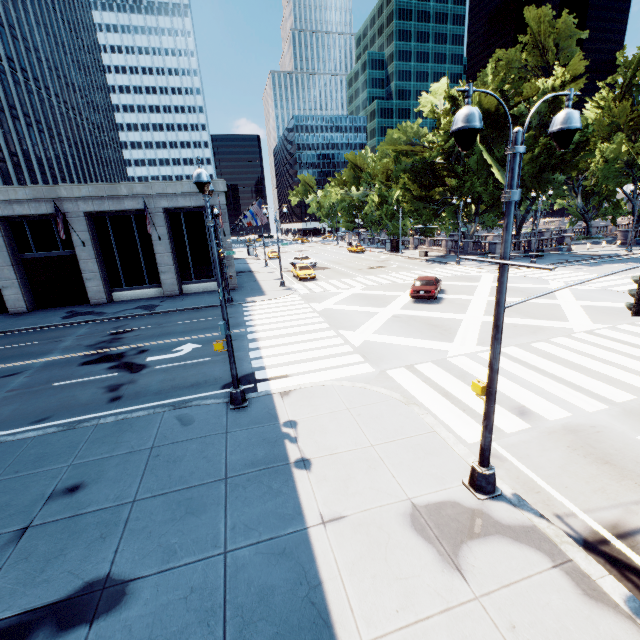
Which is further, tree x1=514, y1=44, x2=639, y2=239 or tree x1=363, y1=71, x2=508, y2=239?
tree x1=363, y1=71, x2=508, y2=239

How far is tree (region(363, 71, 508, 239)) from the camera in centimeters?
3622cm

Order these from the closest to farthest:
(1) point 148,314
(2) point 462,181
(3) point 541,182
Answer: (1) point 148,314 < (3) point 541,182 < (2) point 462,181

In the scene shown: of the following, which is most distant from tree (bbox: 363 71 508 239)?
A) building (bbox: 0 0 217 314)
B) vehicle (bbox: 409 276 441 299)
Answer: building (bbox: 0 0 217 314)

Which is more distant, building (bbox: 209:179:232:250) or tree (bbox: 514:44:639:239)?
tree (bbox: 514:44:639:239)

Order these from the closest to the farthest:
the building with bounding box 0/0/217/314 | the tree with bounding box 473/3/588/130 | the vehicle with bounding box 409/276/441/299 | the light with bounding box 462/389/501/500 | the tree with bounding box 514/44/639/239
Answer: the light with bounding box 462/389/501/500, the vehicle with bounding box 409/276/441/299, the building with bounding box 0/0/217/314, the tree with bounding box 473/3/588/130, the tree with bounding box 514/44/639/239

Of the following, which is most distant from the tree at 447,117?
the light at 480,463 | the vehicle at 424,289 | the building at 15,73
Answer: the light at 480,463

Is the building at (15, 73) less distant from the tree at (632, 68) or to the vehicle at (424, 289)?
the vehicle at (424, 289)
